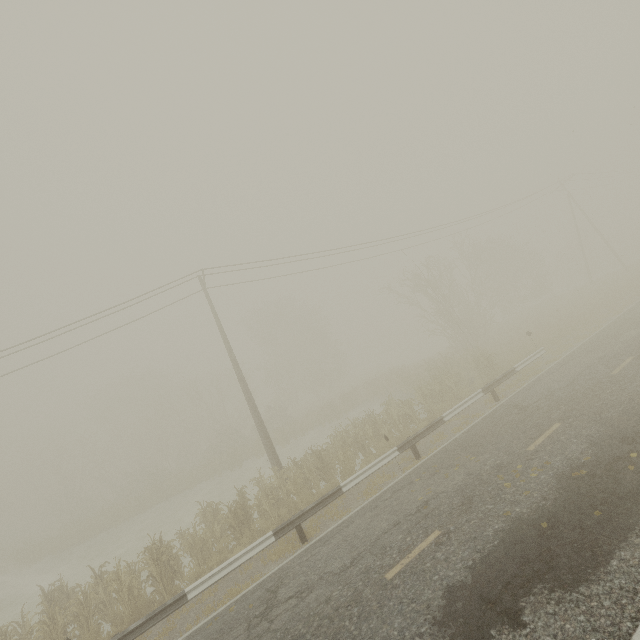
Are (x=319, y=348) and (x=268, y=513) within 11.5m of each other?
no
